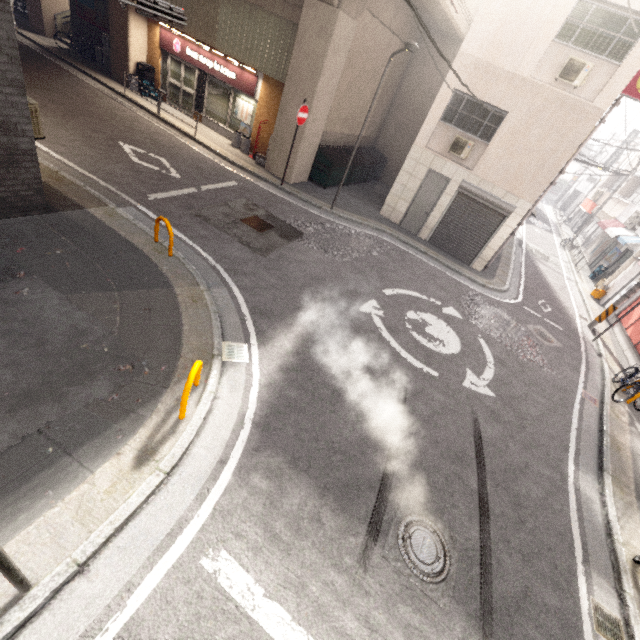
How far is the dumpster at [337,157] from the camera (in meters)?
13.55

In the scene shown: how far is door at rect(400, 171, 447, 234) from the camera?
12.8m

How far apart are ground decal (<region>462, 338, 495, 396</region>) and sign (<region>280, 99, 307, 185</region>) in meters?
9.0 m

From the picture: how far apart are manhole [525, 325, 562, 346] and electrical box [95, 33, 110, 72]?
21.86m

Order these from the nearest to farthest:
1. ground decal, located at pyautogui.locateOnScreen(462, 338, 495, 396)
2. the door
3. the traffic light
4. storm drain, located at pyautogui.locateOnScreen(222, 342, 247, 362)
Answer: storm drain, located at pyautogui.locateOnScreen(222, 342, 247, 362) → the traffic light → ground decal, located at pyautogui.locateOnScreen(462, 338, 495, 396) → the door

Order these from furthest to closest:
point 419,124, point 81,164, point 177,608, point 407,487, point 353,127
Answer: point 419,124, point 353,127, point 81,164, point 407,487, point 177,608

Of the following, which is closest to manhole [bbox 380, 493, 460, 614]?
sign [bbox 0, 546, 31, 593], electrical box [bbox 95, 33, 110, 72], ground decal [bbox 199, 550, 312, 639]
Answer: ground decal [bbox 199, 550, 312, 639]

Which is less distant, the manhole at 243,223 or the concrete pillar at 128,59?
the manhole at 243,223
